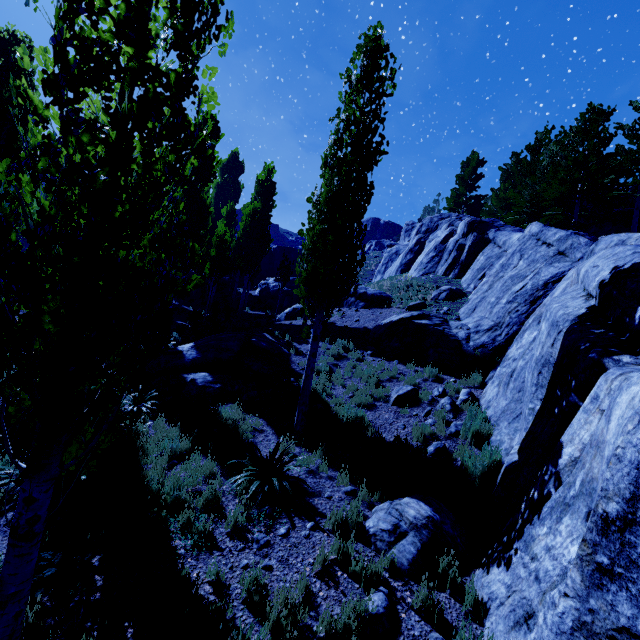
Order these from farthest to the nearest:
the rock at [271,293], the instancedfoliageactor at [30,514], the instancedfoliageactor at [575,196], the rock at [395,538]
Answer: the rock at [271,293]
the instancedfoliageactor at [575,196]
the rock at [395,538]
the instancedfoliageactor at [30,514]

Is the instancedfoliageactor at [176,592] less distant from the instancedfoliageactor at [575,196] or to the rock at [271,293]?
the instancedfoliageactor at [575,196]

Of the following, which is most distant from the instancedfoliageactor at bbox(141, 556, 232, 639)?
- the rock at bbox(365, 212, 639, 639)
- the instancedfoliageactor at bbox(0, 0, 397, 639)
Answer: the rock at bbox(365, 212, 639, 639)

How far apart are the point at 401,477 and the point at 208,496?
4.1m

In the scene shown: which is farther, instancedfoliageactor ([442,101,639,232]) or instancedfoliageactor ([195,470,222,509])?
instancedfoliageactor ([442,101,639,232])

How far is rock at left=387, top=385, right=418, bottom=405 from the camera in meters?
10.0
